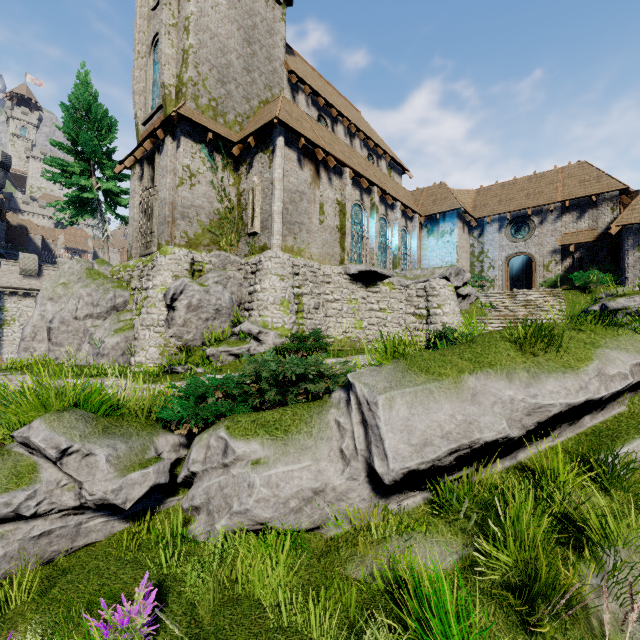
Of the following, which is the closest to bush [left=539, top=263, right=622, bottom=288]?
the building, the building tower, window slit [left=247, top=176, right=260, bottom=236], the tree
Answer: the building

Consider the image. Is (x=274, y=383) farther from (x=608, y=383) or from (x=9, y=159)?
(x=9, y=159)

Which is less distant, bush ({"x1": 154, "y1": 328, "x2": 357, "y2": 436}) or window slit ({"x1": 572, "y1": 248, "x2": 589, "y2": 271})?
bush ({"x1": 154, "y1": 328, "x2": 357, "y2": 436})

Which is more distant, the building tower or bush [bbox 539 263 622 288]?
the building tower

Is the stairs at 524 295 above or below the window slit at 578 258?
below

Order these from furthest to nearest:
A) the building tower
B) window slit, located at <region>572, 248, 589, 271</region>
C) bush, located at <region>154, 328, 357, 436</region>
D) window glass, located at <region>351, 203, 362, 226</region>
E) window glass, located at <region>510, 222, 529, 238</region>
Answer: the building tower < window glass, located at <region>510, 222, 529, 238</region> < window slit, located at <region>572, 248, 589, 271</region> < window glass, located at <region>351, 203, 362, 226</region> < bush, located at <region>154, 328, 357, 436</region>

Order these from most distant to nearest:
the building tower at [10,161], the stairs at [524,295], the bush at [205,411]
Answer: the building tower at [10,161] < the stairs at [524,295] < the bush at [205,411]

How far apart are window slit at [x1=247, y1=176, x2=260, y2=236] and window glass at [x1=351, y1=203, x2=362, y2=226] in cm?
577
